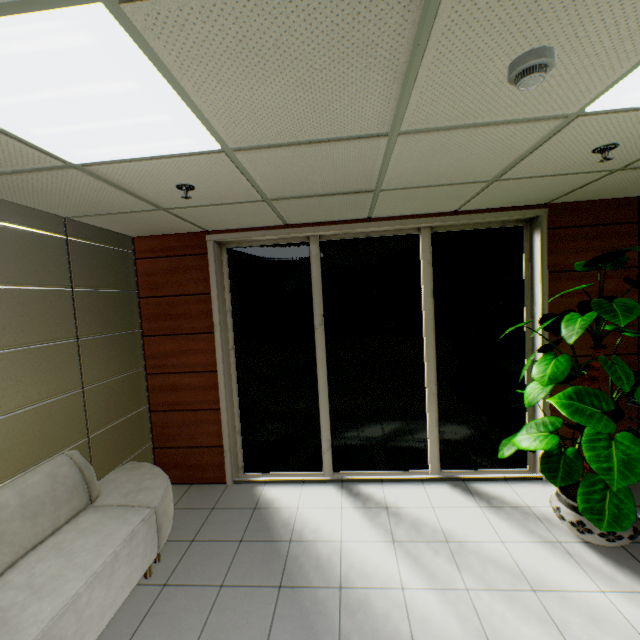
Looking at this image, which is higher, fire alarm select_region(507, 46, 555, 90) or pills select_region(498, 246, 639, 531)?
fire alarm select_region(507, 46, 555, 90)

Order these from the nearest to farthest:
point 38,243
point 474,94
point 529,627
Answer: point 474,94 < point 529,627 < point 38,243

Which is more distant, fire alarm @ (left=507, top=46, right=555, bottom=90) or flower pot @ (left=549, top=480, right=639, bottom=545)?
flower pot @ (left=549, top=480, right=639, bottom=545)

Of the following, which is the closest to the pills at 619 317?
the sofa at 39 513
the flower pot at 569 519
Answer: the flower pot at 569 519

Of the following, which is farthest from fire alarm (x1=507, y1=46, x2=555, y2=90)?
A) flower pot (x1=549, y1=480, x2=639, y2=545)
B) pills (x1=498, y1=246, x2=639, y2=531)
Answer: flower pot (x1=549, y1=480, x2=639, y2=545)

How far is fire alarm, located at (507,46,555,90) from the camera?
1.26m

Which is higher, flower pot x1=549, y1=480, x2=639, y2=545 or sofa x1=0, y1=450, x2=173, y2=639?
sofa x1=0, y1=450, x2=173, y2=639

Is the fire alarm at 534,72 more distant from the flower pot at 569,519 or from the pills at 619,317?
the flower pot at 569,519
